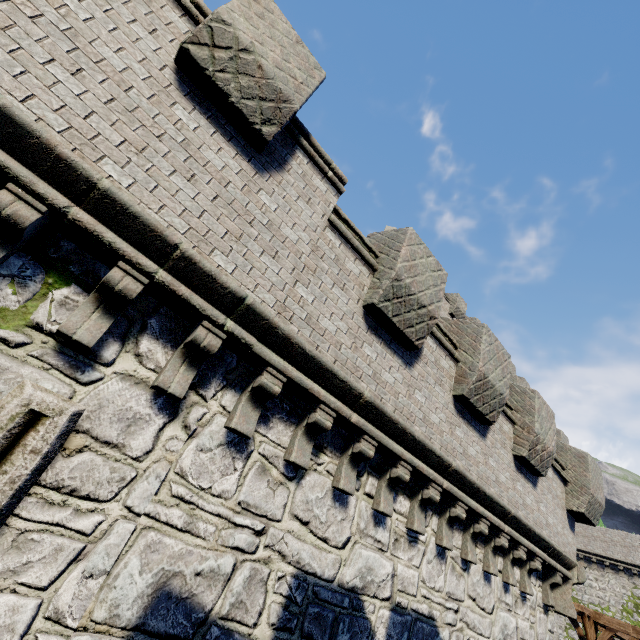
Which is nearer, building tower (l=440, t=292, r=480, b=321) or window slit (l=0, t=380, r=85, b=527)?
window slit (l=0, t=380, r=85, b=527)

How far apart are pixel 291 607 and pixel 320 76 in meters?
7.4 m

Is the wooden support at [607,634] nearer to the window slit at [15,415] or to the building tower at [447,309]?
the building tower at [447,309]

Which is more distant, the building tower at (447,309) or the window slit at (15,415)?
the building tower at (447,309)

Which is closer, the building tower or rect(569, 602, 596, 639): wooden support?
→ rect(569, 602, 596, 639): wooden support

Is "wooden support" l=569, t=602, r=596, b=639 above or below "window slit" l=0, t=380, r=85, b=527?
above

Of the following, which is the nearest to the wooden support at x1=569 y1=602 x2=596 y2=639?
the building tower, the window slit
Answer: the building tower

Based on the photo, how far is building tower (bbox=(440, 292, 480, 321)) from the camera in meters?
22.7
